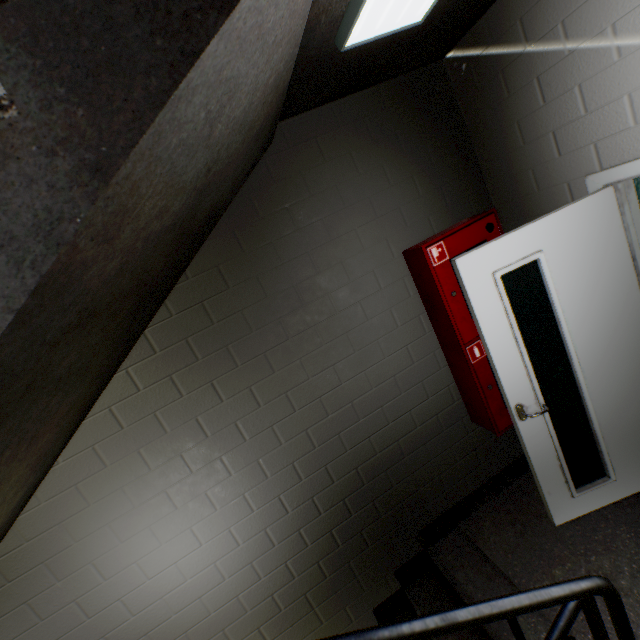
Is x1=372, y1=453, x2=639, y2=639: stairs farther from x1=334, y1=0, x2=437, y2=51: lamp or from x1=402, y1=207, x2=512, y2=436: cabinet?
x1=402, y1=207, x2=512, y2=436: cabinet

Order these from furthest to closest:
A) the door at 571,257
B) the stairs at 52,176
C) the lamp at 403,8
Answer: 1. the door at 571,257
2. the lamp at 403,8
3. the stairs at 52,176

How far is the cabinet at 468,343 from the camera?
2.3m

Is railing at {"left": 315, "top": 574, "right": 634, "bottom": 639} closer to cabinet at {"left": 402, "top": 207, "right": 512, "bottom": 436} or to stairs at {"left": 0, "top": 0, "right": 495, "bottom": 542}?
stairs at {"left": 0, "top": 0, "right": 495, "bottom": 542}

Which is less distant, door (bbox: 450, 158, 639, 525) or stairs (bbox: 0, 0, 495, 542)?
stairs (bbox: 0, 0, 495, 542)

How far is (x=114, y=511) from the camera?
2.07m

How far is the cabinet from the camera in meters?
2.3

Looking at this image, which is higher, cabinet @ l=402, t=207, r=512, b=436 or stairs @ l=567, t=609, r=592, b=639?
cabinet @ l=402, t=207, r=512, b=436
